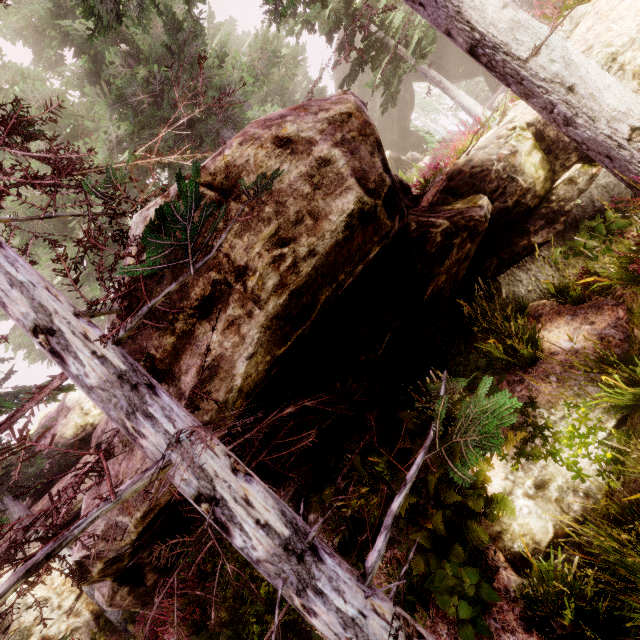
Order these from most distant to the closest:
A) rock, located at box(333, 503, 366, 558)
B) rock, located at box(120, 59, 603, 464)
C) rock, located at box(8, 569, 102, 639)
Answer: rock, located at box(8, 569, 102, 639), rock, located at box(333, 503, 366, 558), rock, located at box(120, 59, 603, 464)

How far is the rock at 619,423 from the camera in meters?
4.6 m

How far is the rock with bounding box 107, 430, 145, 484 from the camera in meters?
3.6 m

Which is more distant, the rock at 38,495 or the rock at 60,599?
the rock at 38,495

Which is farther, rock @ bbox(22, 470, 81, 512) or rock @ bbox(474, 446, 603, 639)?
rock @ bbox(22, 470, 81, 512)

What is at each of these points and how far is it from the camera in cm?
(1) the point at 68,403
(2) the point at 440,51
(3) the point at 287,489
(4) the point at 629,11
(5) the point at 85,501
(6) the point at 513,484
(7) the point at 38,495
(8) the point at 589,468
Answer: (1) rock, 1788
(2) rock, 2628
(3) rock, 634
(4) rock, 495
(5) rock, 443
(6) rock, 479
(7) rock, 1455
(8) rock, 456
